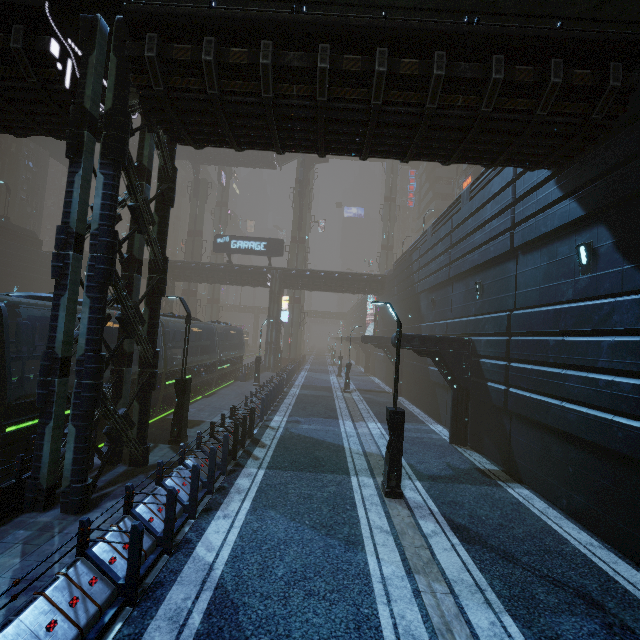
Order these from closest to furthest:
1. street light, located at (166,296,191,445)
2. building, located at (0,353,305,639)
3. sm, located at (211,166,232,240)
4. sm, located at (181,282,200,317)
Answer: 1. building, located at (0,353,305,639)
2. street light, located at (166,296,191,445)
3. sm, located at (181,282,200,317)
4. sm, located at (211,166,232,240)

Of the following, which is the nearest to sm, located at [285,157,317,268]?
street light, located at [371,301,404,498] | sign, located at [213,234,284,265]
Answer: sign, located at [213,234,284,265]

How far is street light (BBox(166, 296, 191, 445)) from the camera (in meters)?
12.04

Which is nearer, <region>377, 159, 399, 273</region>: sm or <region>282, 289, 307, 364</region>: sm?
<region>282, 289, 307, 364</region>: sm

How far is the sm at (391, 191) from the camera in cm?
5828

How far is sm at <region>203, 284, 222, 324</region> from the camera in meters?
57.9

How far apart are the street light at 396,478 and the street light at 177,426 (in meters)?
7.17

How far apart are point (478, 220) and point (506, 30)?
8.7 meters
